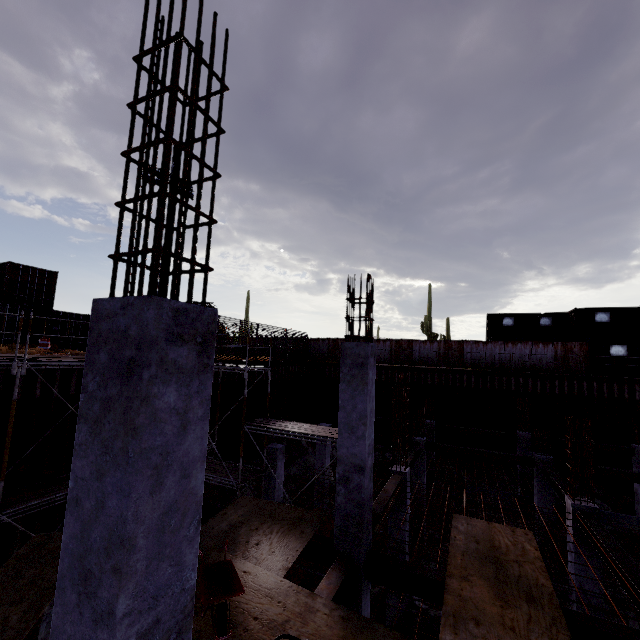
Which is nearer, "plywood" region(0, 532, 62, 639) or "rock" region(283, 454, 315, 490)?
"plywood" region(0, 532, 62, 639)

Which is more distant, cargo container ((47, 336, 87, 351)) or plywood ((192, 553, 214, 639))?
cargo container ((47, 336, 87, 351))

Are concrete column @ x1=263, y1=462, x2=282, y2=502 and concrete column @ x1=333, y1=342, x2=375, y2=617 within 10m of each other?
yes

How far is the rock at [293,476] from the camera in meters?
19.0

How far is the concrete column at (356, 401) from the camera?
6.1 meters

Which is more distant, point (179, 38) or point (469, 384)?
point (469, 384)

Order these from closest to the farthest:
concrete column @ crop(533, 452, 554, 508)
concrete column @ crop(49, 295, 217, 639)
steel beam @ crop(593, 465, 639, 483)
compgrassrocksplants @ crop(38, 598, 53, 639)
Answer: concrete column @ crop(49, 295, 217, 639)
compgrassrocksplants @ crop(38, 598, 53, 639)
steel beam @ crop(593, 465, 639, 483)
concrete column @ crop(533, 452, 554, 508)

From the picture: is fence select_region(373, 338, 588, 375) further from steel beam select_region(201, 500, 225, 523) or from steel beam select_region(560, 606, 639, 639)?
steel beam select_region(560, 606, 639, 639)
